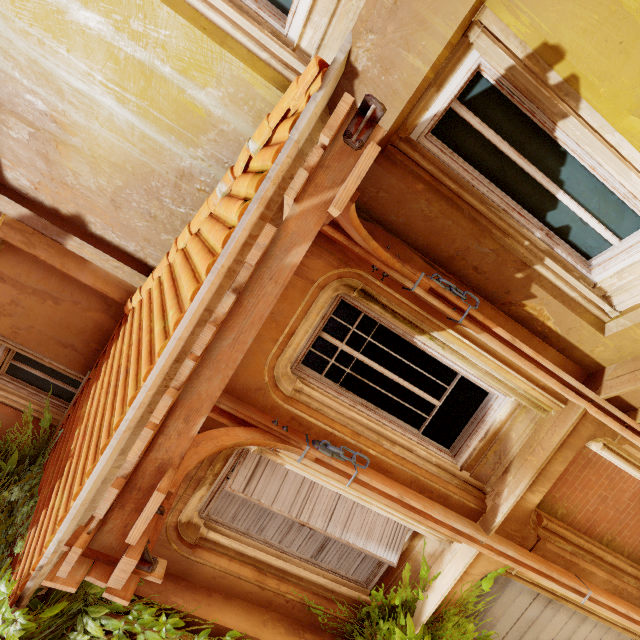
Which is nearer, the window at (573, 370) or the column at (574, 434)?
the window at (573, 370)

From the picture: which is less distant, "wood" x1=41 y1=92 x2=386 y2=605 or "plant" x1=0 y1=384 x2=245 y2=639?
"wood" x1=41 y1=92 x2=386 y2=605

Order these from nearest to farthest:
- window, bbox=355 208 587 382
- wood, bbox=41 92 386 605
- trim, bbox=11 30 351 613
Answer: wood, bbox=41 92 386 605 < trim, bbox=11 30 351 613 < window, bbox=355 208 587 382

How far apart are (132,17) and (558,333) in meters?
5.2 m

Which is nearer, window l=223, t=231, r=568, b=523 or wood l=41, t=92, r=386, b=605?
wood l=41, t=92, r=386, b=605

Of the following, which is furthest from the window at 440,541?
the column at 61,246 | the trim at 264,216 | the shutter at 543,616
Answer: the column at 61,246

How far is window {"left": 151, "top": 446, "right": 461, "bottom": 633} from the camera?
3.80m
